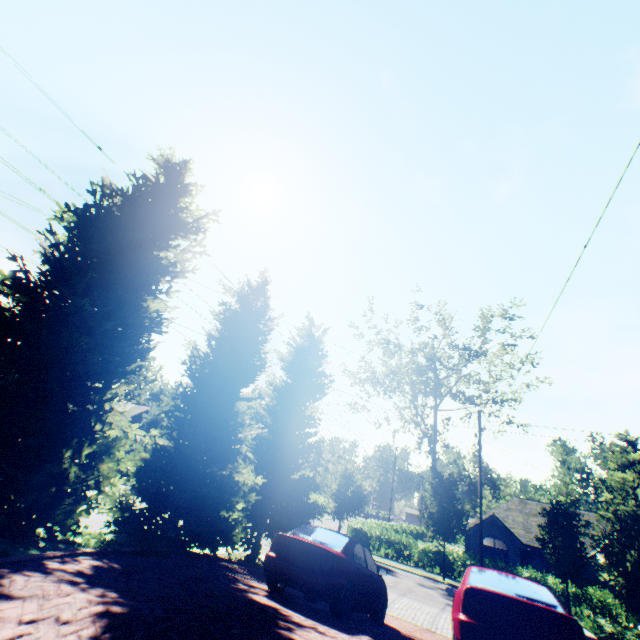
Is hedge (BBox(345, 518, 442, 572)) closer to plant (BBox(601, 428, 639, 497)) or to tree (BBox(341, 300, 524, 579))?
tree (BBox(341, 300, 524, 579))

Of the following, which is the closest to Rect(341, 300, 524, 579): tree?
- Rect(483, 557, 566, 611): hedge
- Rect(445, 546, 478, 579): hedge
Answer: Rect(445, 546, 478, 579): hedge

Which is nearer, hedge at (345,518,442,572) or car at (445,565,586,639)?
car at (445,565,586,639)

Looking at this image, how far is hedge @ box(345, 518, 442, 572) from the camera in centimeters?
2495cm

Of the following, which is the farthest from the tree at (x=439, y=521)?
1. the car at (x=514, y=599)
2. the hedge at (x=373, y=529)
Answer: the car at (x=514, y=599)

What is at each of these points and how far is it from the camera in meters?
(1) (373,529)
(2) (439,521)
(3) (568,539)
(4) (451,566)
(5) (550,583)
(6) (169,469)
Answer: (1) hedge, 27.2
(2) tree, 23.6
(3) tree, 19.5
(4) hedge, 24.2
(5) hedge, 22.2
(6) tree, 11.3

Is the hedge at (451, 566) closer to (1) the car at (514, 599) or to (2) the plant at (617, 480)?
(1) the car at (514, 599)

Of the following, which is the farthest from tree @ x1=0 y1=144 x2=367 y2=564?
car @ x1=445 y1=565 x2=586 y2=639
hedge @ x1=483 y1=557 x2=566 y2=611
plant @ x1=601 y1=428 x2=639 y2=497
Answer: car @ x1=445 y1=565 x2=586 y2=639
